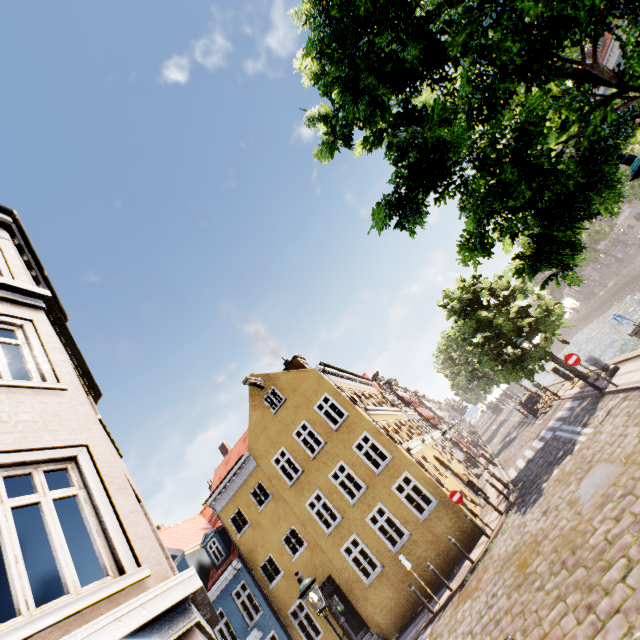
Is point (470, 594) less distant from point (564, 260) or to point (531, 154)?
point (564, 260)

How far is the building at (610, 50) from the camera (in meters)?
30.46

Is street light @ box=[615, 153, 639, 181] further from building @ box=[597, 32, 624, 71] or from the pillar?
building @ box=[597, 32, 624, 71]

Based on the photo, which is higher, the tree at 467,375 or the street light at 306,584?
the tree at 467,375

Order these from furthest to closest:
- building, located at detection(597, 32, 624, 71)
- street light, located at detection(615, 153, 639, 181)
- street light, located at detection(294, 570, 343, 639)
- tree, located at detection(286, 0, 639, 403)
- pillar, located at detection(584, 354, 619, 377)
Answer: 1. building, located at detection(597, 32, 624, 71)
2. pillar, located at detection(584, 354, 619, 377)
3. street light, located at detection(294, 570, 343, 639)
4. street light, located at detection(615, 153, 639, 181)
5. tree, located at detection(286, 0, 639, 403)

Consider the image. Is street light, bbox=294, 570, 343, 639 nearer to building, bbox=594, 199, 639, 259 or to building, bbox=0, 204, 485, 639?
building, bbox=0, 204, 485, 639

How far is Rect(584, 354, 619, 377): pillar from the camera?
13.91m

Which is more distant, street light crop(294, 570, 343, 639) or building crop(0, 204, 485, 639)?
street light crop(294, 570, 343, 639)
